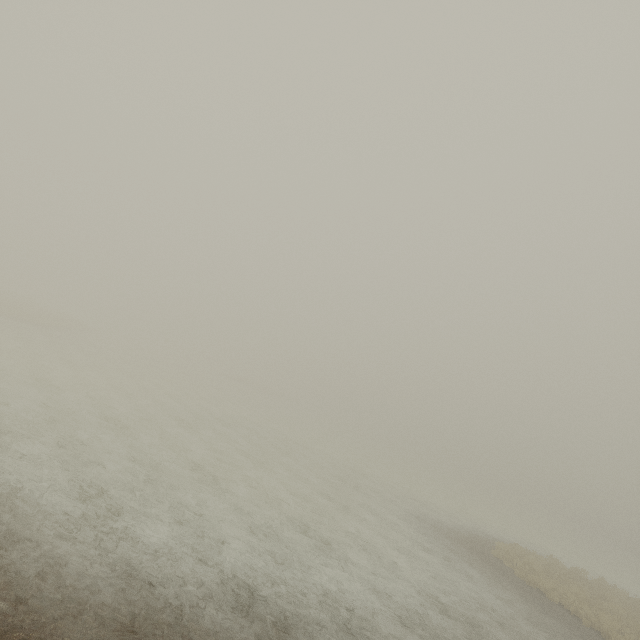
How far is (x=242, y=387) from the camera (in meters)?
58.56
